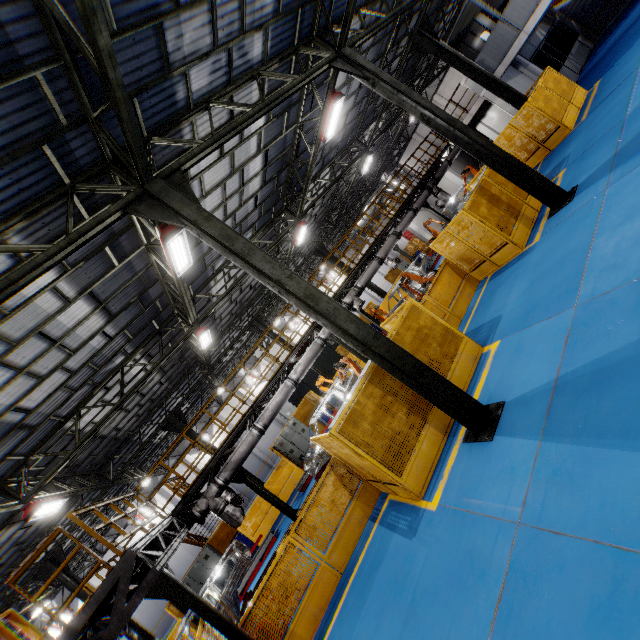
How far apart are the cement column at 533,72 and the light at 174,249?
22.24m

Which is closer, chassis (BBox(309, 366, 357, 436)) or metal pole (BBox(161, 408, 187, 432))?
chassis (BBox(309, 366, 357, 436))

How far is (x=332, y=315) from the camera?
6.1 meters

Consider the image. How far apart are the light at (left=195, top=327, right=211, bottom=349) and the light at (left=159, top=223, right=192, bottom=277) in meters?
4.9 m

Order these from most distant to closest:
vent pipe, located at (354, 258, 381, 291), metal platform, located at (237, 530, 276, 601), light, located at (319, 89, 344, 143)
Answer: vent pipe, located at (354, 258, 381, 291), metal platform, located at (237, 530, 276, 601), light, located at (319, 89, 344, 143)

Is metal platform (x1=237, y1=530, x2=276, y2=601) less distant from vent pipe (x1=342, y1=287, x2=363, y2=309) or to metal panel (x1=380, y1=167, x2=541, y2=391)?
metal panel (x1=380, y1=167, x2=541, y2=391)

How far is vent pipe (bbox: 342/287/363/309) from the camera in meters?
13.6 m

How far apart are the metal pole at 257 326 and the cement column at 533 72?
21.1 meters
